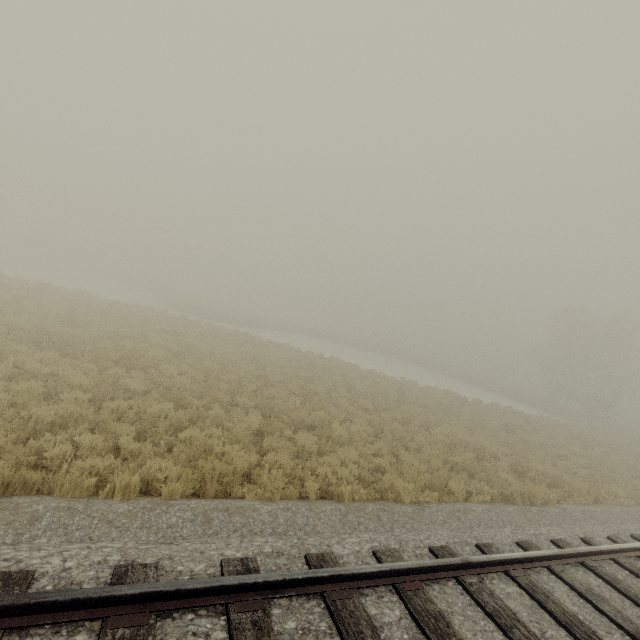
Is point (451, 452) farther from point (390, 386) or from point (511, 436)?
point (390, 386)
